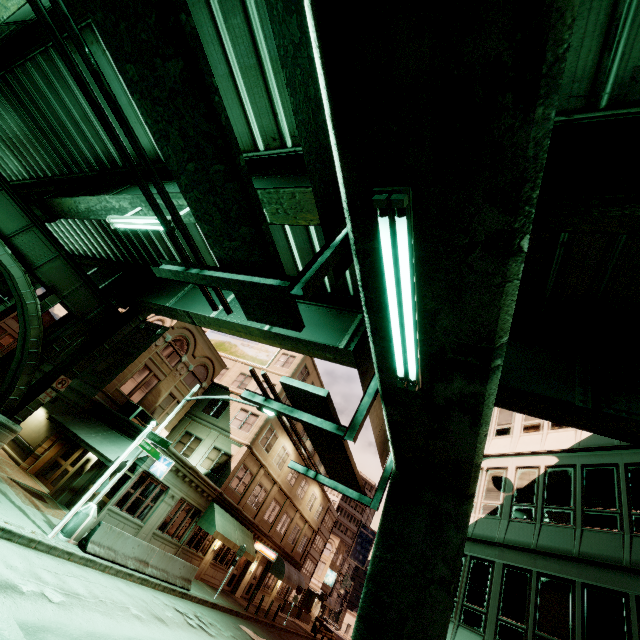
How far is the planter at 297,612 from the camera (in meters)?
38.88

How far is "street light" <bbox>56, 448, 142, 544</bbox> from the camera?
12.0m

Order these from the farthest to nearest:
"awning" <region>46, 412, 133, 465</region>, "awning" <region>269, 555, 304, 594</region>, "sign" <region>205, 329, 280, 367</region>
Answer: "sign" <region>205, 329, 280, 367</region> → "awning" <region>269, 555, 304, 594</region> → "awning" <region>46, 412, 133, 465</region>

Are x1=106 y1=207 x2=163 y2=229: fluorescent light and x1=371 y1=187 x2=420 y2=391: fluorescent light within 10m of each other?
yes

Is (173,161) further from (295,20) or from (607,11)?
(607,11)

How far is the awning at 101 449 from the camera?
16.11m

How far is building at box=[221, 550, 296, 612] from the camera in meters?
26.1

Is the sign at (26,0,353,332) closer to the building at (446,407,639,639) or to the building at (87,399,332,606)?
the building at (446,407,639,639)
